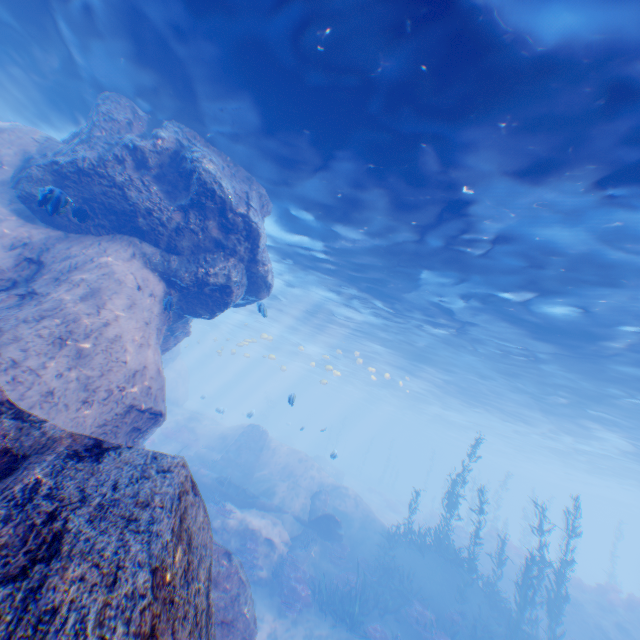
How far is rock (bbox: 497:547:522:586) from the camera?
22.6 meters

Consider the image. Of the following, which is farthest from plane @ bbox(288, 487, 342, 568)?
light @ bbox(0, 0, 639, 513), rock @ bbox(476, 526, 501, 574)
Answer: rock @ bbox(476, 526, 501, 574)

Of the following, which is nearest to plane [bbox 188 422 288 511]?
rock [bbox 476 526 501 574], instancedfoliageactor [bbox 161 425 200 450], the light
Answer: the light

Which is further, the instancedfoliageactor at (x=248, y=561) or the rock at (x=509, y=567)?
the rock at (x=509, y=567)

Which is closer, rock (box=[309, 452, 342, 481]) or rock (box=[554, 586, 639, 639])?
rock (box=[554, 586, 639, 639])

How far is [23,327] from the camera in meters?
6.2 m

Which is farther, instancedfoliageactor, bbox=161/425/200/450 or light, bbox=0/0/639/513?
instancedfoliageactor, bbox=161/425/200/450

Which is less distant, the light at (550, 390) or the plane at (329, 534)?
the light at (550, 390)
